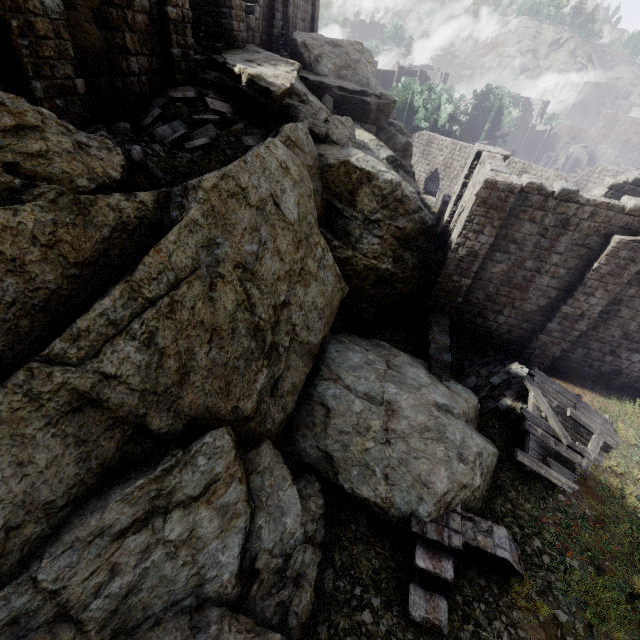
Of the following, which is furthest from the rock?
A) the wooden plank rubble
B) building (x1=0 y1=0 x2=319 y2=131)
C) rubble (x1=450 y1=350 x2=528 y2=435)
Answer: the wooden plank rubble

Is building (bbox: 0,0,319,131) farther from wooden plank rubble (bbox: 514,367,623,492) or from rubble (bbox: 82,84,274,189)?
wooden plank rubble (bbox: 514,367,623,492)

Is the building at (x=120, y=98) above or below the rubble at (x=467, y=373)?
above

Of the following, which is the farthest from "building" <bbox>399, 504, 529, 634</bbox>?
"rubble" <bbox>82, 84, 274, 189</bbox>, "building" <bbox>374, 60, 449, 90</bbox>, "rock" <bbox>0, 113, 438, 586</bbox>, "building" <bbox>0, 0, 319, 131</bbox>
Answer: "building" <bbox>0, 0, 319, 131</bbox>

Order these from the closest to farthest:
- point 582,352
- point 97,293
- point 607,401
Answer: point 97,293 → point 607,401 → point 582,352

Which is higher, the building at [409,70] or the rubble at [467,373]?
the building at [409,70]

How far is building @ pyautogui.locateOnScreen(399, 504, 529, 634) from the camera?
7.1 meters

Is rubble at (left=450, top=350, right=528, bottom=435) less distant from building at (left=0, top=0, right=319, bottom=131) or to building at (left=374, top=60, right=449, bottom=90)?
building at (left=374, top=60, right=449, bottom=90)
